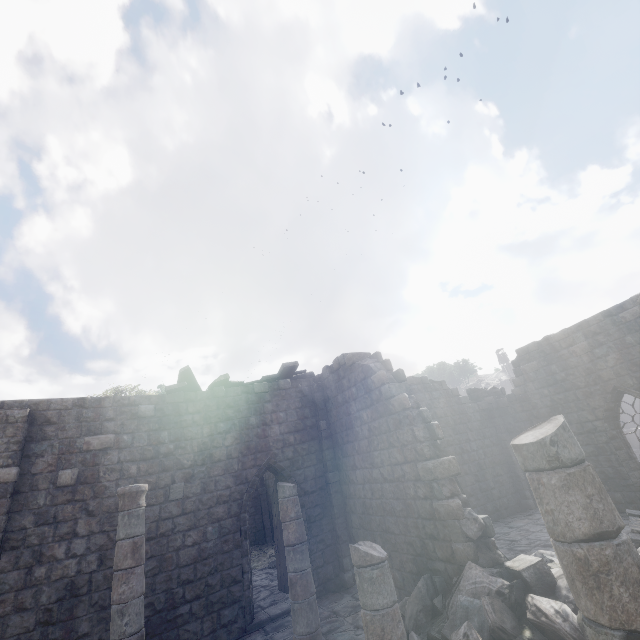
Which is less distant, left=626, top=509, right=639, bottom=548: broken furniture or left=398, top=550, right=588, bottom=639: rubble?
left=398, top=550, right=588, bottom=639: rubble

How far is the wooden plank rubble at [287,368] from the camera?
11.4 meters

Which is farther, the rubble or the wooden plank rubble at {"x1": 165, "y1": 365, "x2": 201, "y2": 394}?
the wooden plank rubble at {"x1": 165, "y1": 365, "x2": 201, "y2": 394}

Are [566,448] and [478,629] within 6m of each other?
yes

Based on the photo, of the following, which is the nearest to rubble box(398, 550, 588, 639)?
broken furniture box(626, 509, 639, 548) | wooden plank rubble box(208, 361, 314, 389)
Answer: broken furniture box(626, 509, 639, 548)

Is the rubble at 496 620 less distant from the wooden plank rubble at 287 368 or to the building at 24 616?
the building at 24 616

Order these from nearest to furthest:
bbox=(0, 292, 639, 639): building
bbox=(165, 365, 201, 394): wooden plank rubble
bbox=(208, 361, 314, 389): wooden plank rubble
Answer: bbox=(0, 292, 639, 639): building
bbox=(165, 365, 201, 394): wooden plank rubble
bbox=(208, 361, 314, 389): wooden plank rubble

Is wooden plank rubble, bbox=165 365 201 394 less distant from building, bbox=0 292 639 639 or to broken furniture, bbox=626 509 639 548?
building, bbox=0 292 639 639
